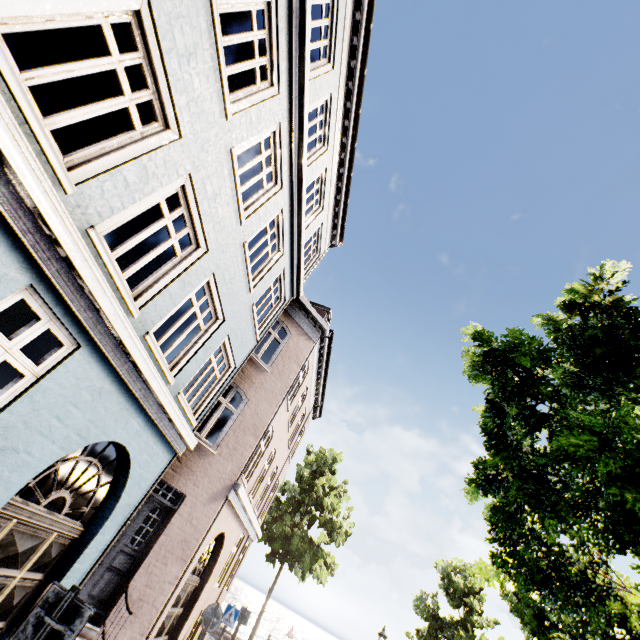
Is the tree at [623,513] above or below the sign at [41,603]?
above

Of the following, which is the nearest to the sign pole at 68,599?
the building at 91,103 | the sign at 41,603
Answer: the sign at 41,603

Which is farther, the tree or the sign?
the tree

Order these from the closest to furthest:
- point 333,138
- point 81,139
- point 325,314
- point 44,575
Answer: point 44,575 < point 81,139 < point 333,138 < point 325,314

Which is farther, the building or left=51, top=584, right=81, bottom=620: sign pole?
the building

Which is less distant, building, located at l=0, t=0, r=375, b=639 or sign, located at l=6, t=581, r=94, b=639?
sign, located at l=6, t=581, r=94, b=639

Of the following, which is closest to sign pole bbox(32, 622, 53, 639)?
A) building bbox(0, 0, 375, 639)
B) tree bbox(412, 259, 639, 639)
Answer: building bbox(0, 0, 375, 639)

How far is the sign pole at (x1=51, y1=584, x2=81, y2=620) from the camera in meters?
2.7 m
